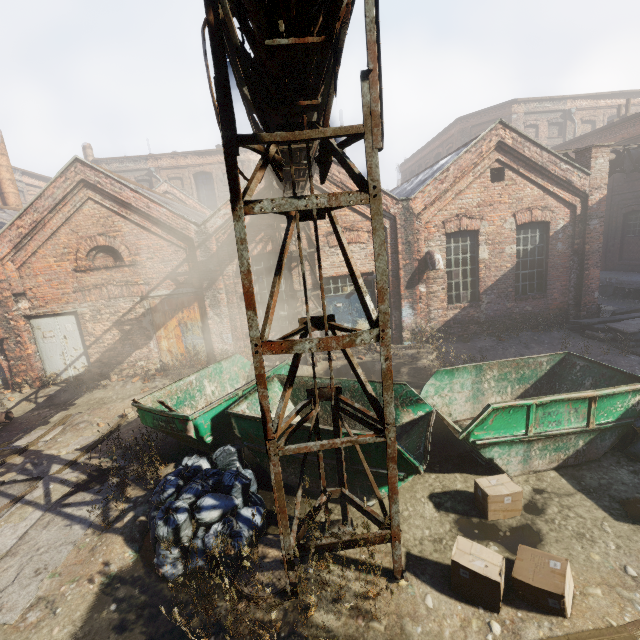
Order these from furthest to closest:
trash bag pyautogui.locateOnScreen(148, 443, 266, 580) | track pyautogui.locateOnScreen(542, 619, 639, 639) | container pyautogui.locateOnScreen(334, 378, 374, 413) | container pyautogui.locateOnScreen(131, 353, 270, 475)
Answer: container pyautogui.locateOnScreen(334, 378, 374, 413) → container pyautogui.locateOnScreen(131, 353, 270, 475) → trash bag pyautogui.locateOnScreen(148, 443, 266, 580) → track pyautogui.locateOnScreen(542, 619, 639, 639)

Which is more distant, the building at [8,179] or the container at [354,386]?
the building at [8,179]

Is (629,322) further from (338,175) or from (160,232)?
(160,232)

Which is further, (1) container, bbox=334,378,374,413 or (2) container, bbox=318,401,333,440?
(1) container, bbox=334,378,374,413

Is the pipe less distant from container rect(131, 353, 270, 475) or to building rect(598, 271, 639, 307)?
container rect(131, 353, 270, 475)

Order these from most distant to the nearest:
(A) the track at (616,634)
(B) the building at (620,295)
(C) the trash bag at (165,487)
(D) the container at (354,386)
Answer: (B) the building at (620,295) → (D) the container at (354,386) → (C) the trash bag at (165,487) → (A) the track at (616,634)

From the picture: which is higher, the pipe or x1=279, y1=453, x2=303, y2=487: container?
the pipe

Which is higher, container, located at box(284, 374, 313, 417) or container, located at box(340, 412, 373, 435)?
container, located at box(284, 374, 313, 417)
